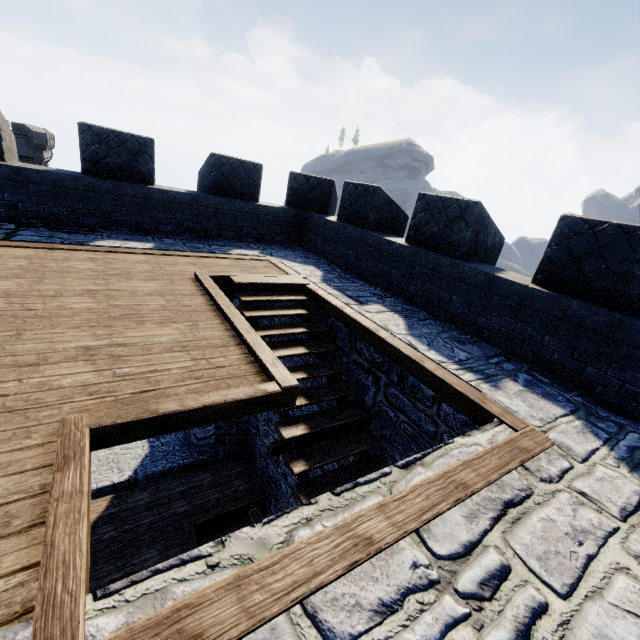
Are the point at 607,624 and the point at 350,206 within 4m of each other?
no
